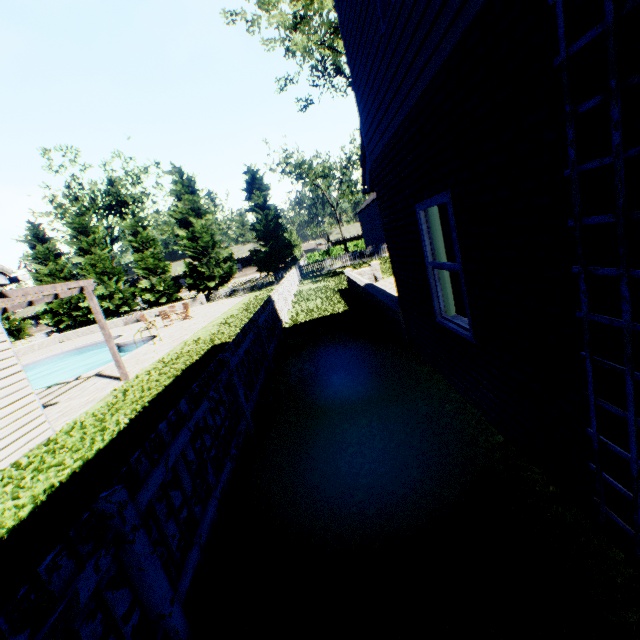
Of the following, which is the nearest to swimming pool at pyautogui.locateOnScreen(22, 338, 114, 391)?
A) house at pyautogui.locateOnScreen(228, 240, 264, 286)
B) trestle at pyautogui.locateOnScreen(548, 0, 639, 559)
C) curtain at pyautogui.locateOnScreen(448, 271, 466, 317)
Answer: curtain at pyautogui.locateOnScreen(448, 271, 466, 317)

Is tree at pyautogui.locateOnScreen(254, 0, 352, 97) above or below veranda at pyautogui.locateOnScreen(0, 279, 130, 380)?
above

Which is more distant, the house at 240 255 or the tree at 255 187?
the house at 240 255

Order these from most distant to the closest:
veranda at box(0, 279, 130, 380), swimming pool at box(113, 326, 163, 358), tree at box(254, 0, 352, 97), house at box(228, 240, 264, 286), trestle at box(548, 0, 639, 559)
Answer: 1. house at box(228, 240, 264, 286)
2. tree at box(254, 0, 352, 97)
3. swimming pool at box(113, 326, 163, 358)
4. veranda at box(0, 279, 130, 380)
5. trestle at box(548, 0, 639, 559)

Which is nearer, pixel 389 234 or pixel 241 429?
pixel 241 429

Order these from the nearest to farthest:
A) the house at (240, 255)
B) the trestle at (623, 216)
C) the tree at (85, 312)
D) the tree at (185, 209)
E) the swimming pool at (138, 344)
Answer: the trestle at (623, 216) → the swimming pool at (138, 344) → the tree at (185, 209) → the tree at (85, 312) → the house at (240, 255)

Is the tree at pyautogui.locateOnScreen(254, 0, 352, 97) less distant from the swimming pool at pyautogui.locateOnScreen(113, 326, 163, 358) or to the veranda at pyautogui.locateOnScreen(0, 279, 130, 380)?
the swimming pool at pyautogui.locateOnScreen(113, 326, 163, 358)

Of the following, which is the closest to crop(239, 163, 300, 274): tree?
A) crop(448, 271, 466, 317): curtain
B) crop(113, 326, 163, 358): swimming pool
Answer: crop(113, 326, 163, 358): swimming pool
